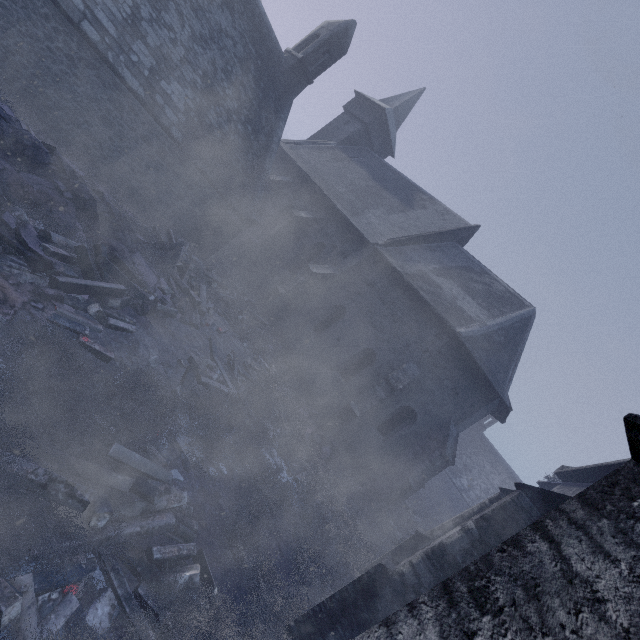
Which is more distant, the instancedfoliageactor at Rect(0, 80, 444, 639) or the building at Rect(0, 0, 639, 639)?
the instancedfoliageactor at Rect(0, 80, 444, 639)

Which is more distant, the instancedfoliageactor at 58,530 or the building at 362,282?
the instancedfoliageactor at 58,530

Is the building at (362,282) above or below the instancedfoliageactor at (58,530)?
above

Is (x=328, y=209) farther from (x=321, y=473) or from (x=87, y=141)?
(x=321, y=473)

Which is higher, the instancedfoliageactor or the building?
the building
